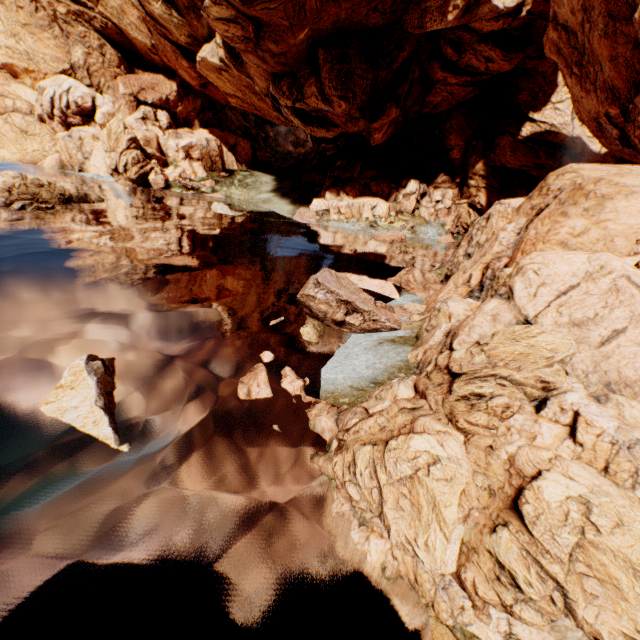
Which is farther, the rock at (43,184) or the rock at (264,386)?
the rock at (43,184)

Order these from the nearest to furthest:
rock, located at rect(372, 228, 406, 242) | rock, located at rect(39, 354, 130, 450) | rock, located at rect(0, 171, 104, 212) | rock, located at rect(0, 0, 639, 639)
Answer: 1. rock, located at rect(0, 0, 639, 639)
2. rock, located at rect(39, 354, 130, 450)
3. rock, located at rect(0, 171, 104, 212)
4. rock, located at rect(372, 228, 406, 242)

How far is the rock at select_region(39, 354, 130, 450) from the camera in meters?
8.4

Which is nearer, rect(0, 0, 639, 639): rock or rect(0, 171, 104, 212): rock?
rect(0, 0, 639, 639): rock

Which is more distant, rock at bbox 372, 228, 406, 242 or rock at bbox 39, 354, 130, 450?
rock at bbox 372, 228, 406, 242

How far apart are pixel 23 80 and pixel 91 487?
84.17m

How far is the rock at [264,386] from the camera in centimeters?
1034cm
